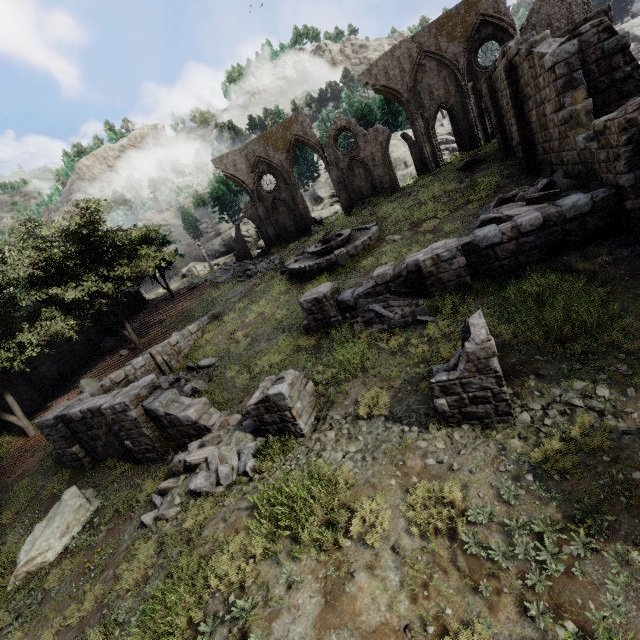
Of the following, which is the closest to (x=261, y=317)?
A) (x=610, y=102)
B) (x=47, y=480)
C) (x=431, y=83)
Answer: (x=47, y=480)

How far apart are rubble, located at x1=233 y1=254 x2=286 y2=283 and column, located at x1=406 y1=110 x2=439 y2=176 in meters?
15.4

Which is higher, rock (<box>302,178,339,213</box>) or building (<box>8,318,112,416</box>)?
rock (<box>302,178,339,213</box>)

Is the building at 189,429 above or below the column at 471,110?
below

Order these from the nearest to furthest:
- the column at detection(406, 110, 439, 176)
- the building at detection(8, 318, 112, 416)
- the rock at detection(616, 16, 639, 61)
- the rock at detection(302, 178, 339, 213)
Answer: the building at detection(8, 318, 112, 416)
the column at detection(406, 110, 439, 176)
the rock at detection(616, 16, 639, 61)
the rock at detection(302, 178, 339, 213)

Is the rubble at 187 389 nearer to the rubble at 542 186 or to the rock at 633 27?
the rubble at 542 186

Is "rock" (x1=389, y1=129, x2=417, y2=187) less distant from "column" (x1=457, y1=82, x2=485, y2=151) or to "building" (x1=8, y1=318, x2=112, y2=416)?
"column" (x1=457, y1=82, x2=485, y2=151)

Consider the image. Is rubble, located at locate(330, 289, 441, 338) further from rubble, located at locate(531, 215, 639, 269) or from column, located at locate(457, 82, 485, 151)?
column, located at locate(457, 82, 485, 151)
